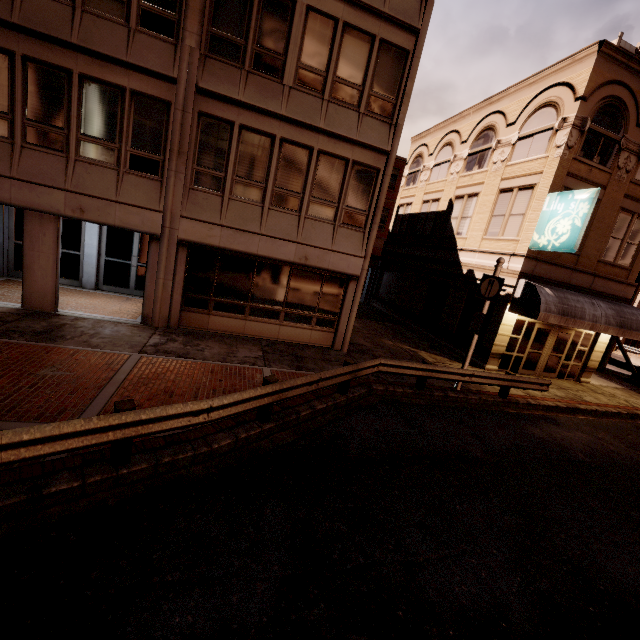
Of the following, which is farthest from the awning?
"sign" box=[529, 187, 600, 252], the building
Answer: "sign" box=[529, 187, 600, 252]

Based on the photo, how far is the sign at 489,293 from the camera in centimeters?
1058cm

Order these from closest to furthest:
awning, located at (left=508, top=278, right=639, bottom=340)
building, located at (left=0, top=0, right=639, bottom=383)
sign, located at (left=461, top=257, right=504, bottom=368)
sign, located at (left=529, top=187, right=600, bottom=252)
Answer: building, located at (left=0, top=0, right=639, bottom=383), sign, located at (left=461, top=257, right=504, bottom=368), sign, located at (left=529, top=187, right=600, bottom=252), awning, located at (left=508, top=278, right=639, bottom=340)

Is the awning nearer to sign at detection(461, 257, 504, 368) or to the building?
the building

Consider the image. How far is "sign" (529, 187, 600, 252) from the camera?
11.72m

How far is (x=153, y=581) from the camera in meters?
3.6

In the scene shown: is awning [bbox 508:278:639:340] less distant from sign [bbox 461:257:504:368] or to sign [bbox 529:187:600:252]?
sign [bbox 529:187:600:252]

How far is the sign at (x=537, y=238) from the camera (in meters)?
11.72
